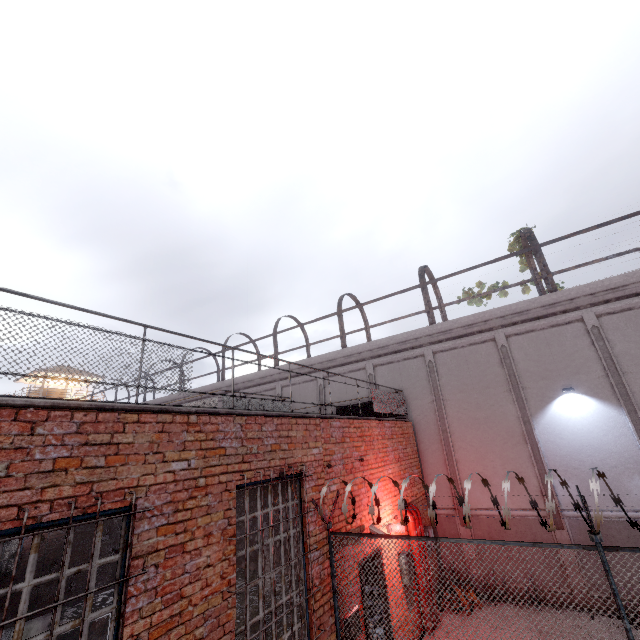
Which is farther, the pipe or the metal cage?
the metal cage

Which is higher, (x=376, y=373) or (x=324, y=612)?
(x=376, y=373)

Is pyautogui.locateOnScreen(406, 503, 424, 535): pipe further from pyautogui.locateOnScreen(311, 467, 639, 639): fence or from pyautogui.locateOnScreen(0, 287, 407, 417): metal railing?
pyautogui.locateOnScreen(311, 467, 639, 639): fence

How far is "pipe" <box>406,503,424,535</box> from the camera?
8.4 meters

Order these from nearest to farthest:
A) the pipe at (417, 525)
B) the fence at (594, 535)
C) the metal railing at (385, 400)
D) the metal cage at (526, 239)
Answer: the metal railing at (385, 400), the fence at (594, 535), the pipe at (417, 525), the metal cage at (526, 239)

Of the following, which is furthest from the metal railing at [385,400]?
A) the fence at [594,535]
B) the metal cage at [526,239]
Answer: the metal cage at [526,239]

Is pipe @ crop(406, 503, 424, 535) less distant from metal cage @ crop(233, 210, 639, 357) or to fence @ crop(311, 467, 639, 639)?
fence @ crop(311, 467, 639, 639)

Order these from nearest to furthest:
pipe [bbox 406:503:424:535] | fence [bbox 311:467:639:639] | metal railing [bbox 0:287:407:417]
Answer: metal railing [bbox 0:287:407:417]
fence [bbox 311:467:639:639]
pipe [bbox 406:503:424:535]
